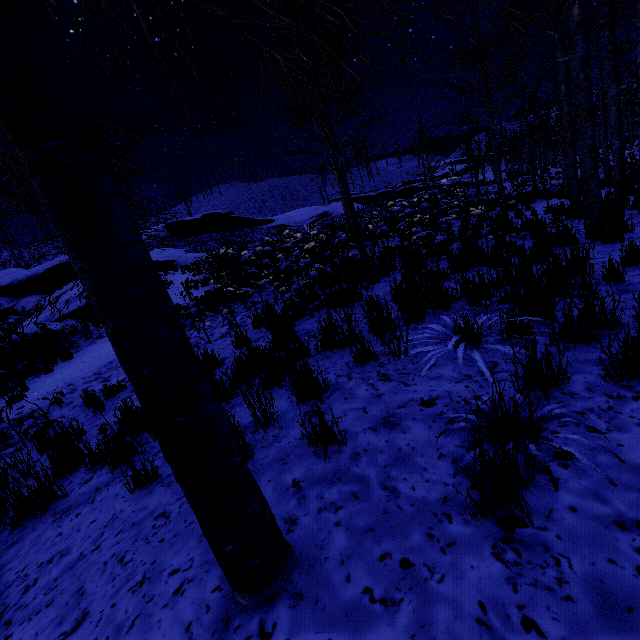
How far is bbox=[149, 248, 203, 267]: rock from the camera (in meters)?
30.42

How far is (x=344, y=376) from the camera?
3.1m

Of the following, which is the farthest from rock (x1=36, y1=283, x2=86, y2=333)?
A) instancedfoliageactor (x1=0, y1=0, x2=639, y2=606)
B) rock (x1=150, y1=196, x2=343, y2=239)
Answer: instancedfoliageactor (x1=0, y1=0, x2=639, y2=606)

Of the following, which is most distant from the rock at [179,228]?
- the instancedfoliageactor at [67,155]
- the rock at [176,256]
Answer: the instancedfoliageactor at [67,155]

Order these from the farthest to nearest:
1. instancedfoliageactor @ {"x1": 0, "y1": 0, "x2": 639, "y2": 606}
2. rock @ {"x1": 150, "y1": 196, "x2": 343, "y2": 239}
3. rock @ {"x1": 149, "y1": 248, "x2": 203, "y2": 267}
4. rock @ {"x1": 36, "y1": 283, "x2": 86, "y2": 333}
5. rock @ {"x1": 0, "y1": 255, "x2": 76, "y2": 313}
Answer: rock @ {"x1": 150, "y1": 196, "x2": 343, "y2": 239} → rock @ {"x1": 149, "y1": 248, "x2": 203, "y2": 267} → rock @ {"x1": 0, "y1": 255, "x2": 76, "y2": 313} → rock @ {"x1": 36, "y1": 283, "x2": 86, "y2": 333} → instancedfoliageactor @ {"x1": 0, "y1": 0, "x2": 639, "y2": 606}

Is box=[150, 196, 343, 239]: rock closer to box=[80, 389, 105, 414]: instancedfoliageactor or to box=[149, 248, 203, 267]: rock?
box=[149, 248, 203, 267]: rock

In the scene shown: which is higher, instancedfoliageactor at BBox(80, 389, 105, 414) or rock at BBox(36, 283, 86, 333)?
rock at BBox(36, 283, 86, 333)

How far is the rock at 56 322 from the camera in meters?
Result: 14.8 m
